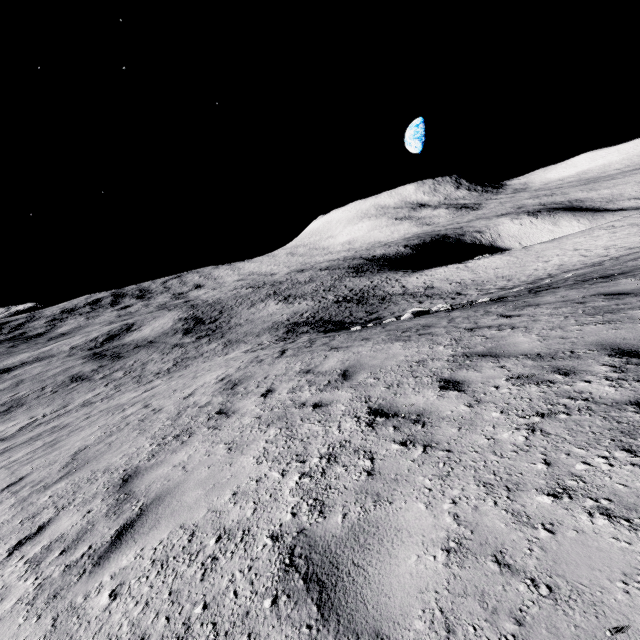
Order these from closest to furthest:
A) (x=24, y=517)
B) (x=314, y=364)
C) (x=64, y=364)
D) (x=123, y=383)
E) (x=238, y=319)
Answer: (x=24, y=517) → (x=314, y=364) → (x=123, y=383) → (x=64, y=364) → (x=238, y=319)
